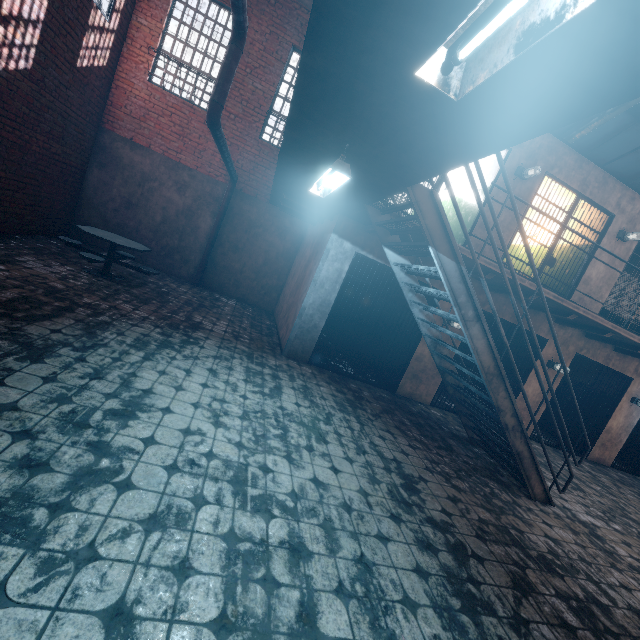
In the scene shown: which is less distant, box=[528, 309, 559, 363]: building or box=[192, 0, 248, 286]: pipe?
box=[192, 0, 248, 286]: pipe

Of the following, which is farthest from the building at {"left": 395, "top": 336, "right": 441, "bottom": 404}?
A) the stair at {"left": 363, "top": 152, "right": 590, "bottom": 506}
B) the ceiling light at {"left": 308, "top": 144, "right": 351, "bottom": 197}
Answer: the ceiling light at {"left": 308, "top": 144, "right": 351, "bottom": 197}

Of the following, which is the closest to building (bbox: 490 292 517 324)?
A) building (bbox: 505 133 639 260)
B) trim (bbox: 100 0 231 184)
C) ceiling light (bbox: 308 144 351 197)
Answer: building (bbox: 505 133 639 260)

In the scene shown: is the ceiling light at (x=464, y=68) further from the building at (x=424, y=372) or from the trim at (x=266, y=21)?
the trim at (x=266, y=21)

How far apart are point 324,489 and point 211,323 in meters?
4.4 m

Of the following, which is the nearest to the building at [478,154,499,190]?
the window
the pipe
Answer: the window

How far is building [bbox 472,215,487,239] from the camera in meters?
6.4 m

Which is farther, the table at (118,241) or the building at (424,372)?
the building at (424,372)
